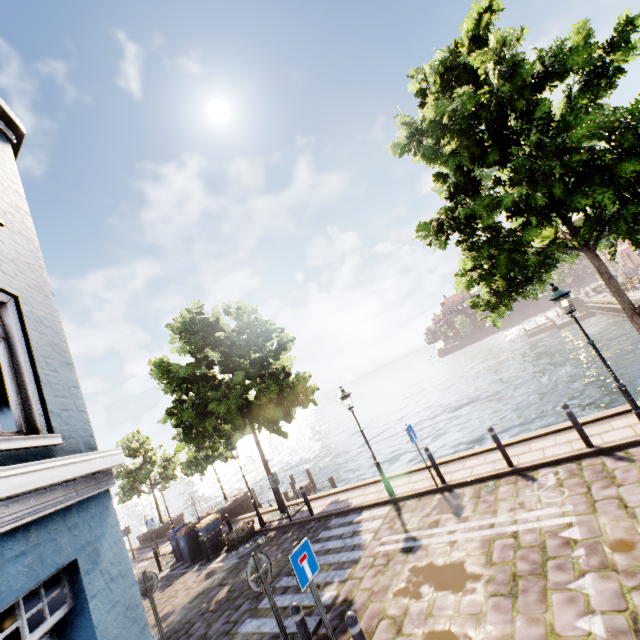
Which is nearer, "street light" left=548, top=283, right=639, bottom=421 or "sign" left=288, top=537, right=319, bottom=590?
"sign" left=288, top=537, right=319, bottom=590

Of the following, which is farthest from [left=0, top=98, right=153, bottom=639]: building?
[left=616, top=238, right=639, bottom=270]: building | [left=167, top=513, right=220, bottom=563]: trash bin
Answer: [left=616, top=238, right=639, bottom=270]: building

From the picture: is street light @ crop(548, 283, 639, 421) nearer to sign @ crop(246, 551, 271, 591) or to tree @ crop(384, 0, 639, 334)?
tree @ crop(384, 0, 639, 334)

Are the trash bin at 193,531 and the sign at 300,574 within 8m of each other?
no

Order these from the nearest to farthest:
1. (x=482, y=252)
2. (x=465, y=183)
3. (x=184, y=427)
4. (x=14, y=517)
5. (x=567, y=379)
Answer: (x=14, y=517) < (x=482, y=252) < (x=465, y=183) < (x=184, y=427) < (x=567, y=379)

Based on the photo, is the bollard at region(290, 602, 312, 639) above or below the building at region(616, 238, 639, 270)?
below

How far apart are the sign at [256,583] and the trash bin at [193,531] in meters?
11.2 m

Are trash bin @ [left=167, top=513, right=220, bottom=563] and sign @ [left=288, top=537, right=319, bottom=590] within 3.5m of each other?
no
